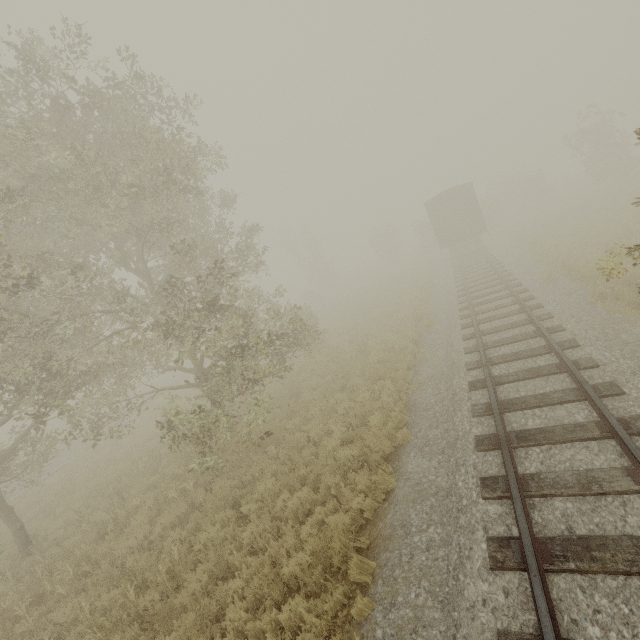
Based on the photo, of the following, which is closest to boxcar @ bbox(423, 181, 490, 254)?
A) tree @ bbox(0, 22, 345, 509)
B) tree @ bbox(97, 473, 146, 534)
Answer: tree @ bbox(0, 22, 345, 509)

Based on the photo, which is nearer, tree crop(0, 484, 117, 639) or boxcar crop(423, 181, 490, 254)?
tree crop(0, 484, 117, 639)

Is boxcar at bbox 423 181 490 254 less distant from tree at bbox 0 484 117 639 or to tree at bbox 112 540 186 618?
tree at bbox 112 540 186 618

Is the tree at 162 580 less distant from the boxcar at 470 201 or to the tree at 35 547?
the boxcar at 470 201

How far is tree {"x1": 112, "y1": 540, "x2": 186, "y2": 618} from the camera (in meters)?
6.12

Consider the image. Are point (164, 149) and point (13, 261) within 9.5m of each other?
yes

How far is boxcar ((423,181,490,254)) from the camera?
22.78m
